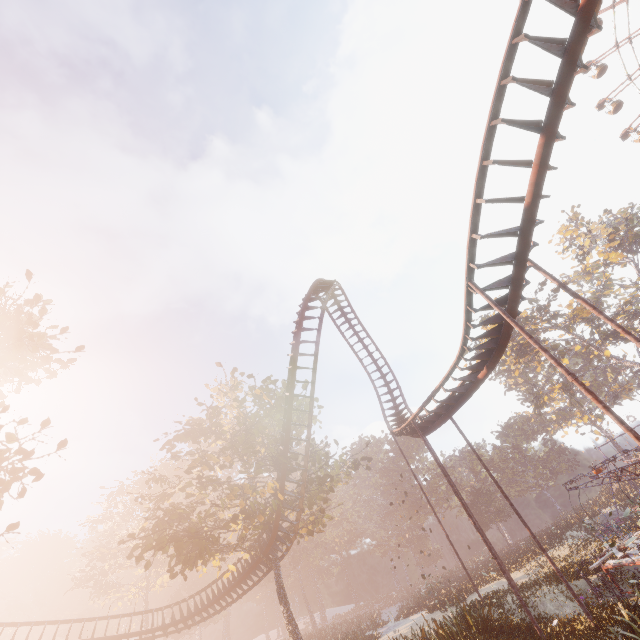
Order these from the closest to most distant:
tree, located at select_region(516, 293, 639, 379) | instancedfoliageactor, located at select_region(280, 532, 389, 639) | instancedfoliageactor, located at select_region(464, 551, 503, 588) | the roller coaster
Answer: the roller coaster → instancedfoliageactor, located at select_region(464, 551, 503, 588) → instancedfoliageactor, located at select_region(280, 532, 389, 639) → tree, located at select_region(516, 293, 639, 379)

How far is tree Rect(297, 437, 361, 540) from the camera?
21.8 meters

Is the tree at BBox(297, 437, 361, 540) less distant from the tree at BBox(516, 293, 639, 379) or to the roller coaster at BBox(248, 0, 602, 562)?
the roller coaster at BBox(248, 0, 602, 562)

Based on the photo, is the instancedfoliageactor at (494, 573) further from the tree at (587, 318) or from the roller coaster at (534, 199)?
the tree at (587, 318)

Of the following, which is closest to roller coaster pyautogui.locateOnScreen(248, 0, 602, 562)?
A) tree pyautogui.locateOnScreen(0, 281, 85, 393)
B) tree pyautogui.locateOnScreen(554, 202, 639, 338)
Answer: tree pyautogui.locateOnScreen(0, 281, 85, 393)

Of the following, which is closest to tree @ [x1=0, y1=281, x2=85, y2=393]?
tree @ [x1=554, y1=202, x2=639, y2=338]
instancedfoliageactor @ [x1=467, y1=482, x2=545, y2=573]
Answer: instancedfoliageactor @ [x1=467, y1=482, x2=545, y2=573]

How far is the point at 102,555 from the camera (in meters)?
41.00

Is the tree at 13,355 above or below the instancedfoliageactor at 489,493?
above
